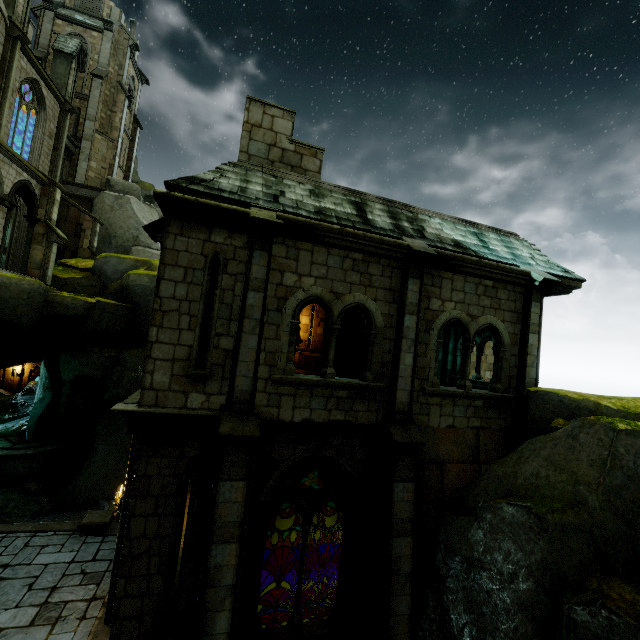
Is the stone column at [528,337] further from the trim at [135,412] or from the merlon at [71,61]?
the merlon at [71,61]

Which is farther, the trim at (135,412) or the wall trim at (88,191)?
the wall trim at (88,191)

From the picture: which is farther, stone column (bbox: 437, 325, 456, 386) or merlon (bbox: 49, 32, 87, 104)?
merlon (bbox: 49, 32, 87, 104)

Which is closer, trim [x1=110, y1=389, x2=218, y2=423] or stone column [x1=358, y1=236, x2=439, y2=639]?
trim [x1=110, y1=389, x2=218, y2=423]

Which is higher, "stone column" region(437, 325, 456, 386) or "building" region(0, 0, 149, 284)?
"building" region(0, 0, 149, 284)

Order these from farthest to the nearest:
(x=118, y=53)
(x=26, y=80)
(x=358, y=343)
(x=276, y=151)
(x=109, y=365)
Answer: (x=118, y=53)
(x=358, y=343)
(x=26, y=80)
(x=109, y=365)
(x=276, y=151)

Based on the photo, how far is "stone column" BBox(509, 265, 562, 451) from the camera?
8.6 meters

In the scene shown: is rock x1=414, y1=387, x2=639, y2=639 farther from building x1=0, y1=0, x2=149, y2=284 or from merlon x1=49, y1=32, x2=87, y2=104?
merlon x1=49, y1=32, x2=87, y2=104
